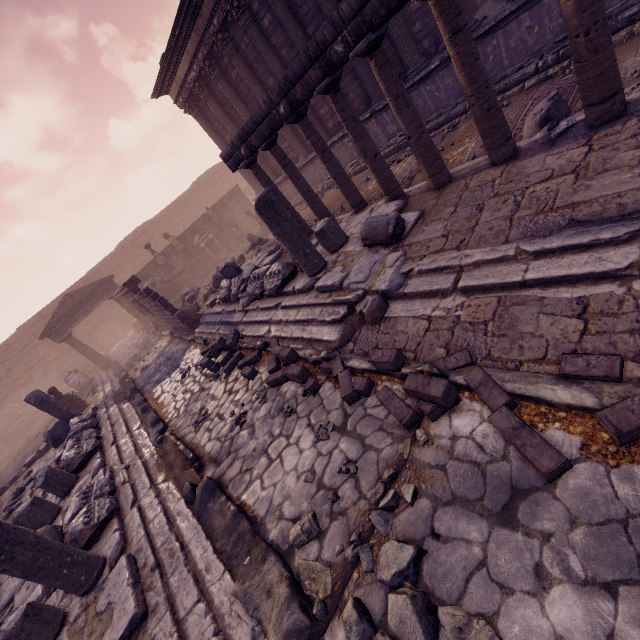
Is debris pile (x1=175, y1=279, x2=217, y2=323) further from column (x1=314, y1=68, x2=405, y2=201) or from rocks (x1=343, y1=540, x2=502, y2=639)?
rocks (x1=343, y1=540, x2=502, y2=639)

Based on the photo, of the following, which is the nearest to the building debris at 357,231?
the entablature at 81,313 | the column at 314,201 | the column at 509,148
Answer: the column at 314,201

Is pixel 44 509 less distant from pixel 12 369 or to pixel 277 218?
pixel 277 218

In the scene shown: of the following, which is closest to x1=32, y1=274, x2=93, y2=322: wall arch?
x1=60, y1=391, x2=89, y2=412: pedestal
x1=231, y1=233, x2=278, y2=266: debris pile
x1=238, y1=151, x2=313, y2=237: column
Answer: x1=60, y1=391, x2=89, y2=412: pedestal

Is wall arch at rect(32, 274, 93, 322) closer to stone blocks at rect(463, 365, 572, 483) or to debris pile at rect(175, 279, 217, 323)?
debris pile at rect(175, 279, 217, 323)

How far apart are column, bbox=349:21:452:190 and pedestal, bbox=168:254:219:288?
16.3m

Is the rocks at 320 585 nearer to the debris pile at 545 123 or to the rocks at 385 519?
the rocks at 385 519

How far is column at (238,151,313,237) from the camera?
8.1 meters
